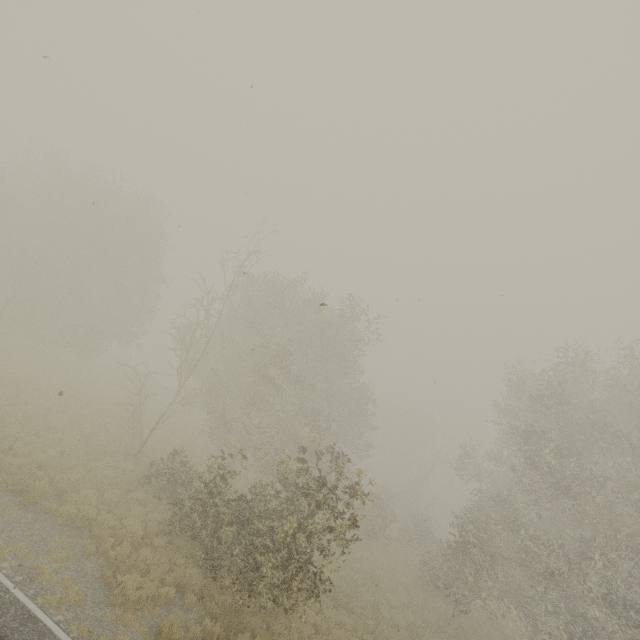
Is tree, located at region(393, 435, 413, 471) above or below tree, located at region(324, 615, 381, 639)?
above

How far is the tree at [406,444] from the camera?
57.1m

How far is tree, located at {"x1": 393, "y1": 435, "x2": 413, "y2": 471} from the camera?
57.1m

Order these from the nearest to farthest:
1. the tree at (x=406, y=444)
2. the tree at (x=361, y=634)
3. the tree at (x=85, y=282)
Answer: the tree at (x=85, y=282) → the tree at (x=361, y=634) → the tree at (x=406, y=444)

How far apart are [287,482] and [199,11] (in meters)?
13.79

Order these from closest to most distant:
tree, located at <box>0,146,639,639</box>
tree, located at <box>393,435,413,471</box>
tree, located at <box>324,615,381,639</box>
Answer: tree, located at <box>0,146,639,639</box> < tree, located at <box>324,615,381,639</box> < tree, located at <box>393,435,413,471</box>

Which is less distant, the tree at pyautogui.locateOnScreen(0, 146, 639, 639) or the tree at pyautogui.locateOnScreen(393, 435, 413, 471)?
the tree at pyautogui.locateOnScreen(0, 146, 639, 639)

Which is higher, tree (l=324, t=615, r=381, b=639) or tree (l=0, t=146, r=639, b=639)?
tree (l=0, t=146, r=639, b=639)
